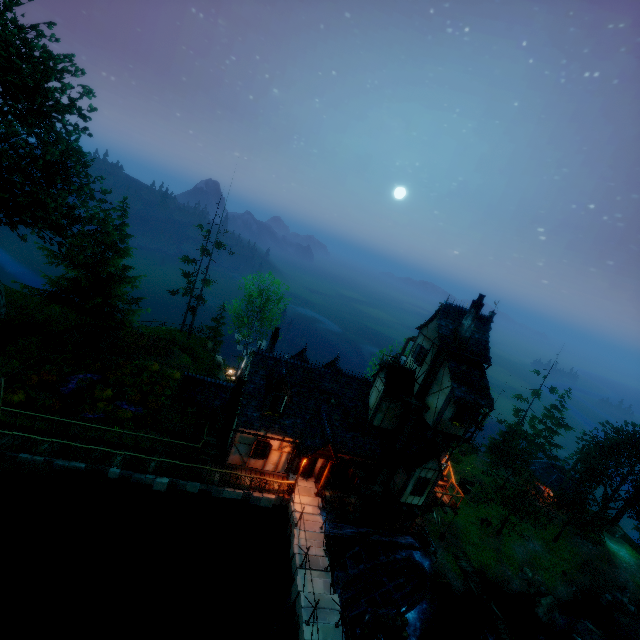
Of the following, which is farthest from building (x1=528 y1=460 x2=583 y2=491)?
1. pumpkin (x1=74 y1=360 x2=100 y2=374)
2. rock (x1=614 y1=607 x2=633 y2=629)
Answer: pumpkin (x1=74 y1=360 x2=100 y2=374)

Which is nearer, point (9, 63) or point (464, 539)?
point (9, 63)

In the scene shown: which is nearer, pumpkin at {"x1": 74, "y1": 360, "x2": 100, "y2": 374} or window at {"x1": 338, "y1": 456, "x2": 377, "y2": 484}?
window at {"x1": 338, "y1": 456, "x2": 377, "y2": 484}

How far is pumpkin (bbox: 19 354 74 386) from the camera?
20.98m

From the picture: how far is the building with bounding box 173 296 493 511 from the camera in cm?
1967

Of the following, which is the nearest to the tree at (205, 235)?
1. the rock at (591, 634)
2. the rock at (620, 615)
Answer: the rock at (591, 634)

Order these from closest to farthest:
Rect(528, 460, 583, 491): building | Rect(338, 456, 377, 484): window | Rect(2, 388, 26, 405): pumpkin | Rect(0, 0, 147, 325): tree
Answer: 1. Rect(0, 0, 147, 325): tree
2. Rect(2, 388, 26, 405): pumpkin
3. Rect(338, 456, 377, 484): window
4. Rect(528, 460, 583, 491): building

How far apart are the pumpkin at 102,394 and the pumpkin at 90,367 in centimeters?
309cm
